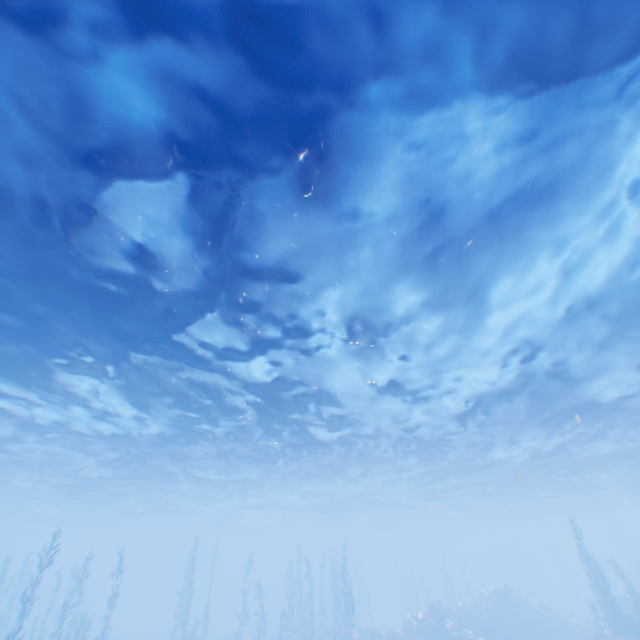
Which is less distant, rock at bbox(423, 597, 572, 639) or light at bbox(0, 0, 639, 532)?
light at bbox(0, 0, 639, 532)

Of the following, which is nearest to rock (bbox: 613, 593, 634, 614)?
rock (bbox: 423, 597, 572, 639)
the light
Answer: the light

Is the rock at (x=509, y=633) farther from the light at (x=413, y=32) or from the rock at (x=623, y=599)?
the light at (x=413, y=32)

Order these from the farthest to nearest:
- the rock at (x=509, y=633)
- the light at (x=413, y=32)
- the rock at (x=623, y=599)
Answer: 1. the rock at (x=623, y=599)
2. the rock at (x=509, y=633)
3. the light at (x=413, y=32)

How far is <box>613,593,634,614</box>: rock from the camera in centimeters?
2833cm

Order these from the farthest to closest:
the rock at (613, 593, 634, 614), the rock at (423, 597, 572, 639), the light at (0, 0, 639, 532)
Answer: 1. the rock at (613, 593, 634, 614)
2. the rock at (423, 597, 572, 639)
3. the light at (0, 0, 639, 532)

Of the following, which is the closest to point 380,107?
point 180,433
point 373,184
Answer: point 373,184
